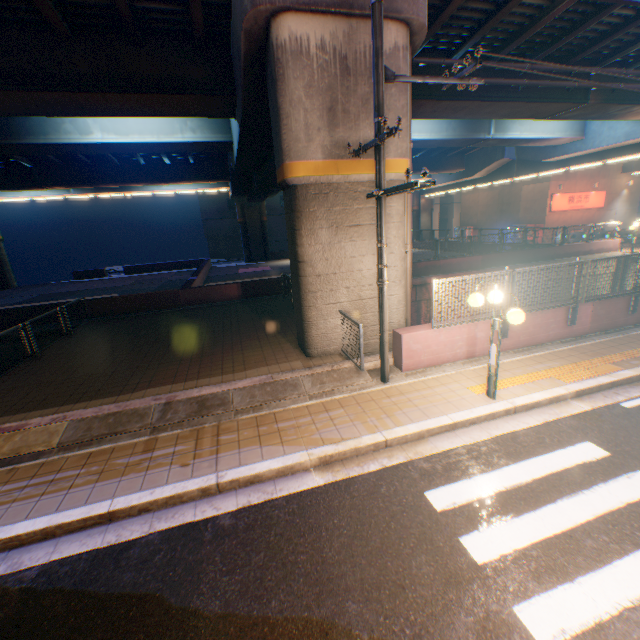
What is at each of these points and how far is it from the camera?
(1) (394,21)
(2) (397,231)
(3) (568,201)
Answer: (1) overpass support, 7.2 meters
(2) overpass support, 8.6 meters
(3) sign, 30.8 meters

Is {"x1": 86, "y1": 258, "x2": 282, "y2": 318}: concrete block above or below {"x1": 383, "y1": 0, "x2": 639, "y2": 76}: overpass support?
below

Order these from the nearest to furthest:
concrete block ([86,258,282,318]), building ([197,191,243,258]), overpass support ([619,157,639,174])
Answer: concrete block ([86,258,282,318]), overpass support ([619,157,639,174]), building ([197,191,243,258])

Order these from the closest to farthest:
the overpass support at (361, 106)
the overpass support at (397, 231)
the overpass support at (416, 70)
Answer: the overpass support at (361, 106) → the overpass support at (397, 231) → the overpass support at (416, 70)

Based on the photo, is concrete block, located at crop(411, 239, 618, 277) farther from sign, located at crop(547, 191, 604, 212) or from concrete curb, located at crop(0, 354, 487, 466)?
concrete curb, located at crop(0, 354, 487, 466)

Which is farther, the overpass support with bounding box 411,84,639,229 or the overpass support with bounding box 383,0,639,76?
the overpass support with bounding box 411,84,639,229

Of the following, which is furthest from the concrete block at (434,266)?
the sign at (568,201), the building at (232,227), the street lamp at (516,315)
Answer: the street lamp at (516,315)

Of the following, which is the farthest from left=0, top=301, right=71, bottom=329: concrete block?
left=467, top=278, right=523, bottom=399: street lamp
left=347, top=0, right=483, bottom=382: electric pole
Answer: left=467, top=278, right=523, bottom=399: street lamp
